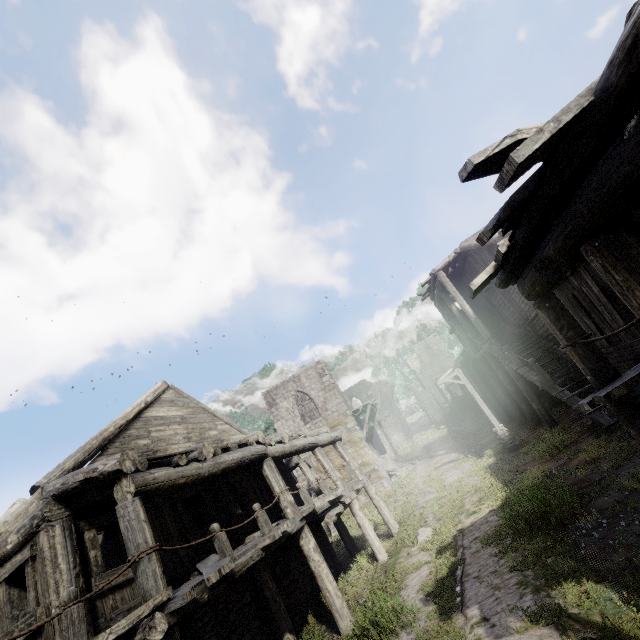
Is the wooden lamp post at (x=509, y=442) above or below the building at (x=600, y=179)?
below

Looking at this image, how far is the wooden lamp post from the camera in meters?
16.4 m

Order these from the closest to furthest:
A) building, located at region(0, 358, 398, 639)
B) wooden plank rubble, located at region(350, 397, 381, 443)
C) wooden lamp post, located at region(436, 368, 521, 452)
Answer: building, located at region(0, 358, 398, 639) → wooden lamp post, located at region(436, 368, 521, 452) → wooden plank rubble, located at region(350, 397, 381, 443)

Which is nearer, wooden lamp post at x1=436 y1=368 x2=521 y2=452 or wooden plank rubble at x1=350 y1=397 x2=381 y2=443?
wooden lamp post at x1=436 y1=368 x2=521 y2=452

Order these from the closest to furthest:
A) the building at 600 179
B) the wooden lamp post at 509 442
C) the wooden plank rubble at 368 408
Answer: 1. the building at 600 179
2. the wooden lamp post at 509 442
3. the wooden plank rubble at 368 408

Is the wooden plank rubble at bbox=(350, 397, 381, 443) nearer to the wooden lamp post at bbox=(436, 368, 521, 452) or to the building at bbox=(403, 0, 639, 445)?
the building at bbox=(403, 0, 639, 445)

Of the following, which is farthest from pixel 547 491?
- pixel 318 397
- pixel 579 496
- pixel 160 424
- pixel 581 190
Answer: pixel 318 397
